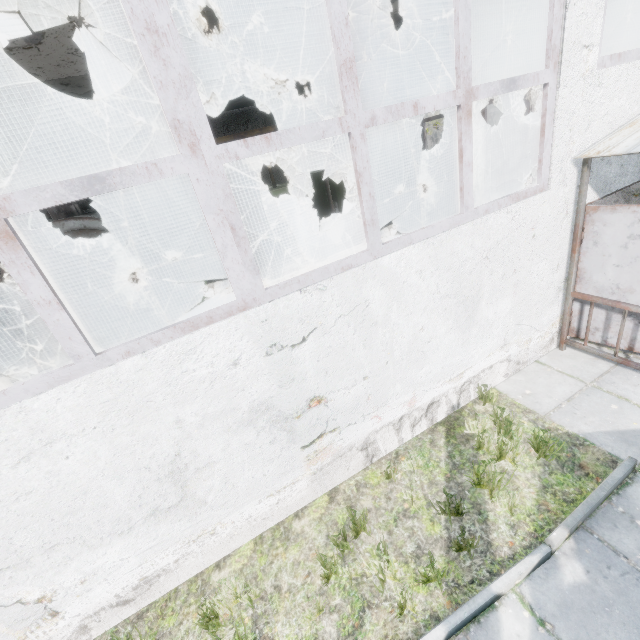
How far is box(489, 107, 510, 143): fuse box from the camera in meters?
25.7 m

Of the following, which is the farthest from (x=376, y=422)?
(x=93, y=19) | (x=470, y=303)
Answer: (x=93, y=19)

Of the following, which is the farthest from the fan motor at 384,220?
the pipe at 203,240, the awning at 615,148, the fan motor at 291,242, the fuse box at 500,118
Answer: the fuse box at 500,118

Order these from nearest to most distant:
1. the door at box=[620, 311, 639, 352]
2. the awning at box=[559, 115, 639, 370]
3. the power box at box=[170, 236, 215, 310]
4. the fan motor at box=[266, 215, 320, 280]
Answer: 1. the awning at box=[559, 115, 639, 370]
2. the door at box=[620, 311, 639, 352]
3. the power box at box=[170, 236, 215, 310]
4. the fan motor at box=[266, 215, 320, 280]

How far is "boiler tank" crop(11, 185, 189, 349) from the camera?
7.3 meters

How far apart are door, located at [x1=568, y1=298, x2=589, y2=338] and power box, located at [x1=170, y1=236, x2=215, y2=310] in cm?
818

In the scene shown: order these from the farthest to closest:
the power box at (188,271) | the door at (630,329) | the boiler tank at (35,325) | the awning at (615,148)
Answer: the power box at (188,271)
the boiler tank at (35,325)
the door at (630,329)
the awning at (615,148)

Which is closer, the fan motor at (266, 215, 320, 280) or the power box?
the power box
